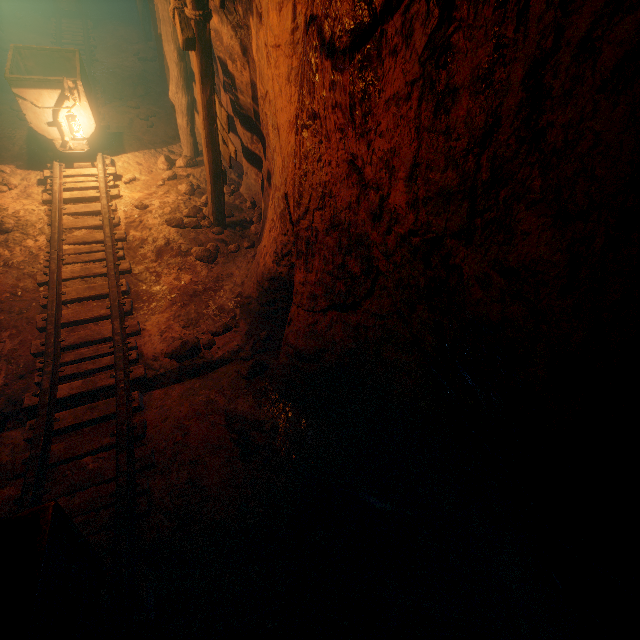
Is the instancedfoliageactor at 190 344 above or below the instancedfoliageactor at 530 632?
above

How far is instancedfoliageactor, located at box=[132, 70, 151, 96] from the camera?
8.8 meters

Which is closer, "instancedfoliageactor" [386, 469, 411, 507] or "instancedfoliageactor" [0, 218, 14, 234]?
"instancedfoliageactor" [386, 469, 411, 507]

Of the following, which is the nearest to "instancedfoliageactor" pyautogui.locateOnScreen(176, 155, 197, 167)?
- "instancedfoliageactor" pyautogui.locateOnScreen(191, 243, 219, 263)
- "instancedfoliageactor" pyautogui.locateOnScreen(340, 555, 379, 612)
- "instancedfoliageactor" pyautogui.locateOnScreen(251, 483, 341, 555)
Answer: "instancedfoliageactor" pyautogui.locateOnScreen(191, 243, 219, 263)

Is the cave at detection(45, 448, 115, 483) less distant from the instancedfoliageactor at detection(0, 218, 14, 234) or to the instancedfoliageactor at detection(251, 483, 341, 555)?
the instancedfoliageactor at detection(251, 483, 341, 555)

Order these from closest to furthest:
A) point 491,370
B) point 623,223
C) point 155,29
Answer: point 623,223 → point 491,370 → point 155,29

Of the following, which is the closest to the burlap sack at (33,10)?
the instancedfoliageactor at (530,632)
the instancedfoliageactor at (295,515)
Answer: the instancedfoliageactor at (295,515)

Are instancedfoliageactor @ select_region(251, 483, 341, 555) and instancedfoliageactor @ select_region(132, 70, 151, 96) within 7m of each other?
no
